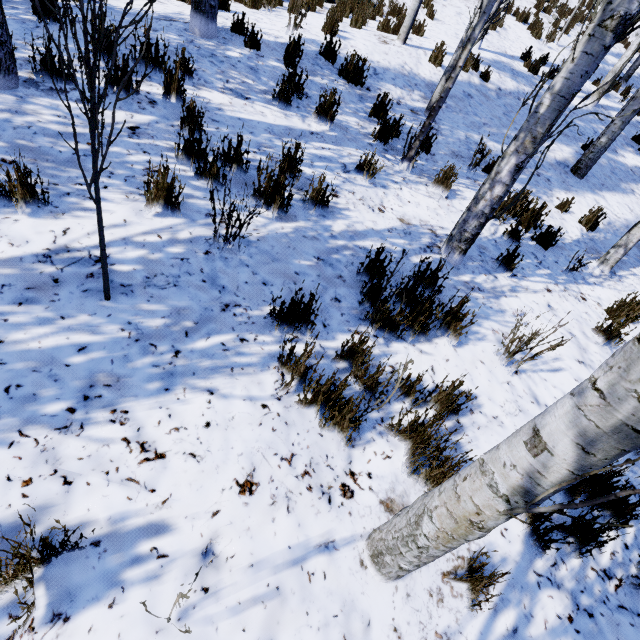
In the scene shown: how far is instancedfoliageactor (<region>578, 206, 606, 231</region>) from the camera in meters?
5.4

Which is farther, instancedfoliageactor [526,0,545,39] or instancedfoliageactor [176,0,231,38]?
instancedfoliageactor [526,0,545,39]

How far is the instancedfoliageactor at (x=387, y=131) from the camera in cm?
472

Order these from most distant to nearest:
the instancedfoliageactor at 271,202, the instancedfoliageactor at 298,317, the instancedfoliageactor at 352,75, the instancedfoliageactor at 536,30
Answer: the instancedfoliageactor at 536,30
the instancedfoliageactor at 352,75
the instancedfoliageactor at 271,202
the instancedfoliageactor at 298,317

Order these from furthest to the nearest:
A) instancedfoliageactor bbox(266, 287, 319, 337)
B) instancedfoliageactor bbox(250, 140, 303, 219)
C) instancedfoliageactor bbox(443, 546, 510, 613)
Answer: instancedfoliageactor bbox(250, 140, 303, 219) < instancedfoliageactor bbox(266, 287, 319, 337) < instancedfoliageactor bbox(443, 546, 510, 613)

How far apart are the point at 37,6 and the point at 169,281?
1.5m
